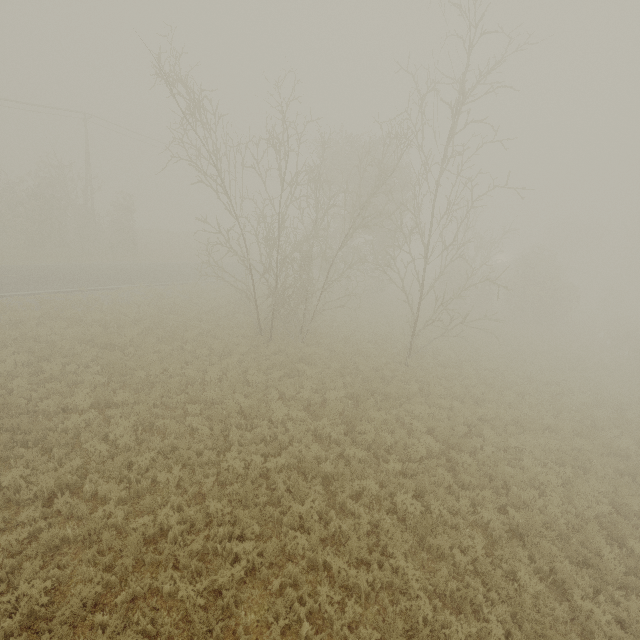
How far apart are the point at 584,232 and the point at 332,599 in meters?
60.7 m
